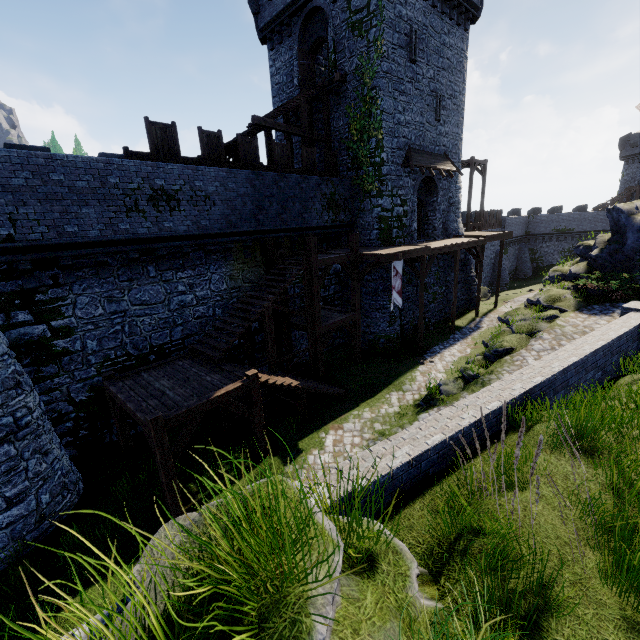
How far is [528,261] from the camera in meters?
45.2

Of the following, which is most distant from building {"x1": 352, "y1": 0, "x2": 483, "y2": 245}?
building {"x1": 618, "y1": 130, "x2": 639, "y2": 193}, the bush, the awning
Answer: building {"x1": 618, "y1": 130, "x2": 639, "y2": 193}

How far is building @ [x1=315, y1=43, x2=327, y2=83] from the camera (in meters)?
21.28

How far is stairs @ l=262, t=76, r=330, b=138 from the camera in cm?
1709

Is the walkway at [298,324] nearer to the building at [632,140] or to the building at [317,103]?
the building at [317,103]

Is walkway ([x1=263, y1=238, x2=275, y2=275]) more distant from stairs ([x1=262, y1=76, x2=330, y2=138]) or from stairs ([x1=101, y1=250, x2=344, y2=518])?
stairs ([x1=262, y1=76, x2=330, y2=138])

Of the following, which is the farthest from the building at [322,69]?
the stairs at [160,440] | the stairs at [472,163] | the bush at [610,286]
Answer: the bush at [610,286]

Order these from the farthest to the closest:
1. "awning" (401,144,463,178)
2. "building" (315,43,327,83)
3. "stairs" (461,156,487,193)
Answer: "stairs" (461,156,487,193) → "building" (315,43,327,83) → "awning" (401,144,463,178)
